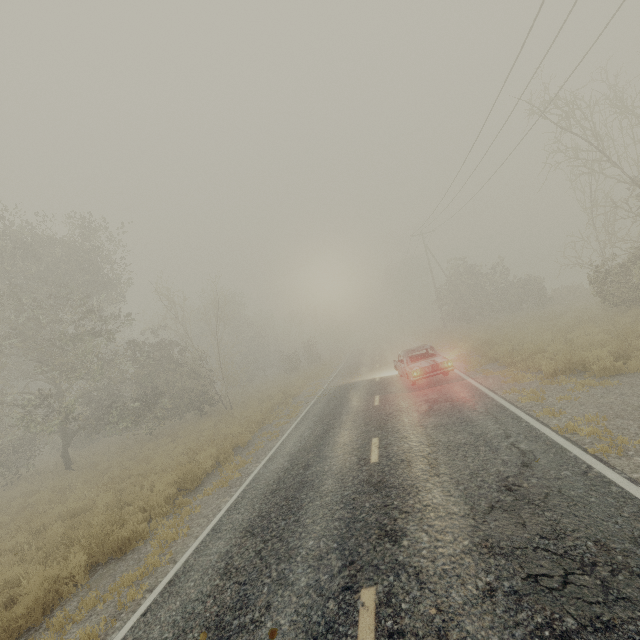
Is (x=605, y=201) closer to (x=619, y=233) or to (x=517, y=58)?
(x=517, y=58)

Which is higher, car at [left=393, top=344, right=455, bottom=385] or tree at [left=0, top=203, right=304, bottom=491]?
tree at [left=0, top=203, right=304, bottom=491]

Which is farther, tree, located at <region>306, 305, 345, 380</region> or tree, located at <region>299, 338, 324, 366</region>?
tree, located at <region>299, 338, 324, 366</region>

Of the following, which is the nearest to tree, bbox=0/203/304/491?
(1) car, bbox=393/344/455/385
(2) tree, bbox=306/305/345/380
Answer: (2) tree, bbox=306/305/345/380

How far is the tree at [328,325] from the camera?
29.1m

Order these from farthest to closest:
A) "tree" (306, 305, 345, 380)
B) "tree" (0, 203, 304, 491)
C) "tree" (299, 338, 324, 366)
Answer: "tree" (299, 338, 324, 366) < "tree" (306, 305, 345, 380) < "tree" (0, 203, 304, 491)

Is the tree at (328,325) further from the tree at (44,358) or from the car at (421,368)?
the car at (421,368)

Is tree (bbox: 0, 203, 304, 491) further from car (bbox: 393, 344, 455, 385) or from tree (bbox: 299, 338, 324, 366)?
car (bbox: 393, 344, 455, 385)
